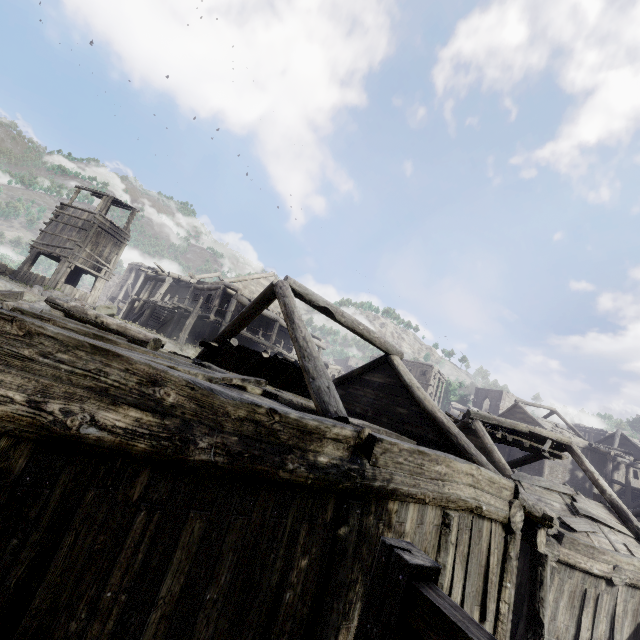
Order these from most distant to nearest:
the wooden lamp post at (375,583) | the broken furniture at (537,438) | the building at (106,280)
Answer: the broken furniture at (537,438) < the building at (106,280) < the wooden lamp post at (375,583)

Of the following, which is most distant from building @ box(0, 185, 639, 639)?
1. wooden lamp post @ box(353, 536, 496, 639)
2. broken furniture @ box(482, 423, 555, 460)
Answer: wooden lamp post @ box(353, 536, 496, 639)

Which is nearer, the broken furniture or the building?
the building

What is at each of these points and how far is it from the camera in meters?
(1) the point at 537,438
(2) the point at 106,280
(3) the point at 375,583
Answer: (1) broken furniture, 14.7
(2) building, 25.4
(3) wooden lamp post, 2.1

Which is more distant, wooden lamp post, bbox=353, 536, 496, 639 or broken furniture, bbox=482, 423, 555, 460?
broken furniture, bbox=482, 423, 555, 460

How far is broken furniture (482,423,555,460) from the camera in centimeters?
1422cm

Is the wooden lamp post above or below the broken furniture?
below

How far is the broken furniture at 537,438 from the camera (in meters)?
14.22
